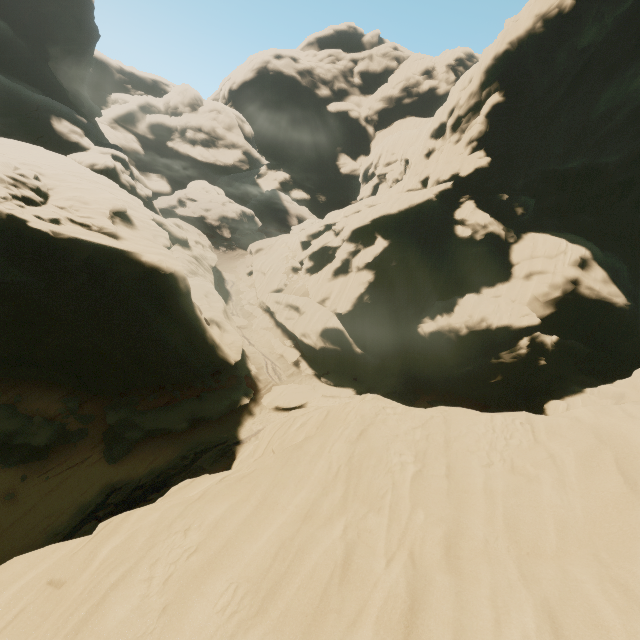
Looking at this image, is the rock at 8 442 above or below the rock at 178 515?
below

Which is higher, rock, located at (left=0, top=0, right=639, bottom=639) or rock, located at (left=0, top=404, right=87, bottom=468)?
rock, located at (left=0, top=0, right=639, bottom=639)

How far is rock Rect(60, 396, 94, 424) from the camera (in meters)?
19.41

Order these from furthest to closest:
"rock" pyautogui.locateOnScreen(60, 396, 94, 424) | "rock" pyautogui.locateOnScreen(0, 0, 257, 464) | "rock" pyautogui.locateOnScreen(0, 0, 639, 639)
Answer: "rock" pyautogui.locateOnScreen(60, 396, 94, 424)
"rock" pyautogui.locateOnScreen(0, 0, 257, 464)
"rock" pyautogui.locateOnScreen(0, 0, 639, 639)

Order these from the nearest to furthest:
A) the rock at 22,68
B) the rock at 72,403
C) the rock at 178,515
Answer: the rock at 178,515
the rock at 22,68
the rock at 72,403

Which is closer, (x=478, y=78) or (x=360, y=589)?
(x=360, y=589)

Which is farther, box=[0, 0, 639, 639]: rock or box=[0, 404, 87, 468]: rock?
box=[0, 404, 87, 468]: rock
